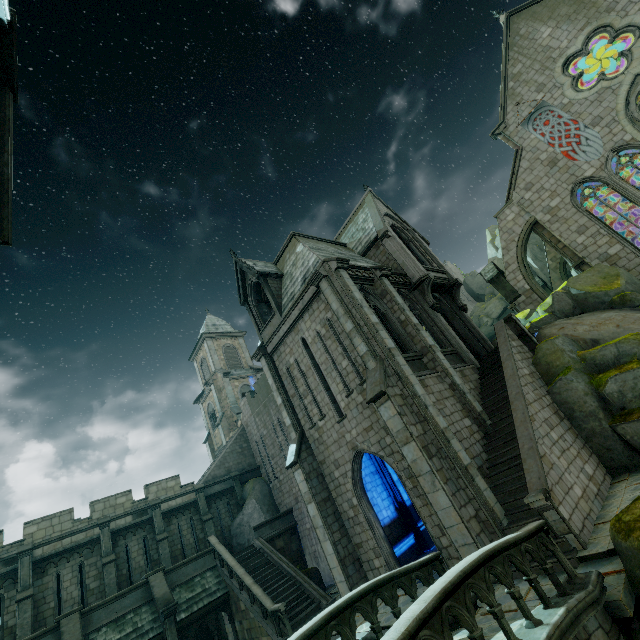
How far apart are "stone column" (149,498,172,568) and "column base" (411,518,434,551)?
14.4m

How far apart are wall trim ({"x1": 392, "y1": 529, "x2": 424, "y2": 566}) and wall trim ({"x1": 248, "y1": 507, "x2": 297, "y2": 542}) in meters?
9.2

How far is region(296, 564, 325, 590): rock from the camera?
18.3 meters

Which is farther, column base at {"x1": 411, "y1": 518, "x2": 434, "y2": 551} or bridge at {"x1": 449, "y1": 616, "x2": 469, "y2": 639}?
column base at {"x1": 411, "y1": 518, "x2": 434, "y2": 551}

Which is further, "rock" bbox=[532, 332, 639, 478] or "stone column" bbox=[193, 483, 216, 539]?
"stone column" bbox=[193, 483, 216, 539]

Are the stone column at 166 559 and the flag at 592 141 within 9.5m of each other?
no

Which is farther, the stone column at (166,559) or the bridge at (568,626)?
the stone column at (166,559)

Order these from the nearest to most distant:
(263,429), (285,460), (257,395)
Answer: (285,460) < (263,429) < (257,395)
